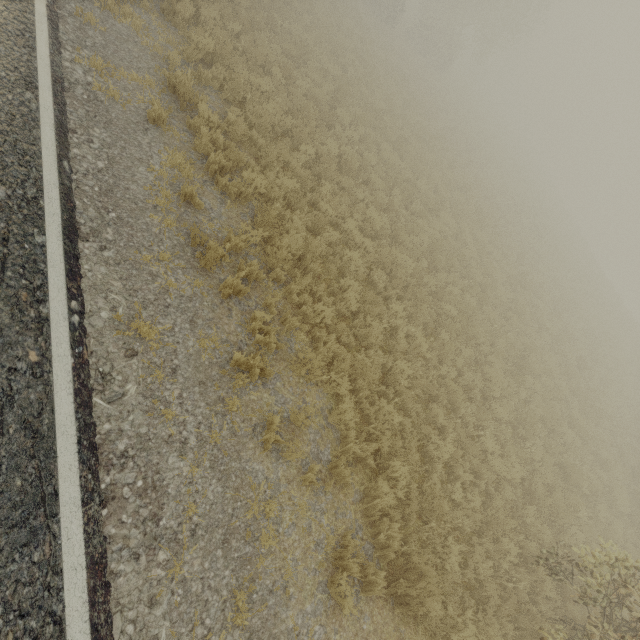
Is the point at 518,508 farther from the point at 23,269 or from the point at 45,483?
the point at 23,269
